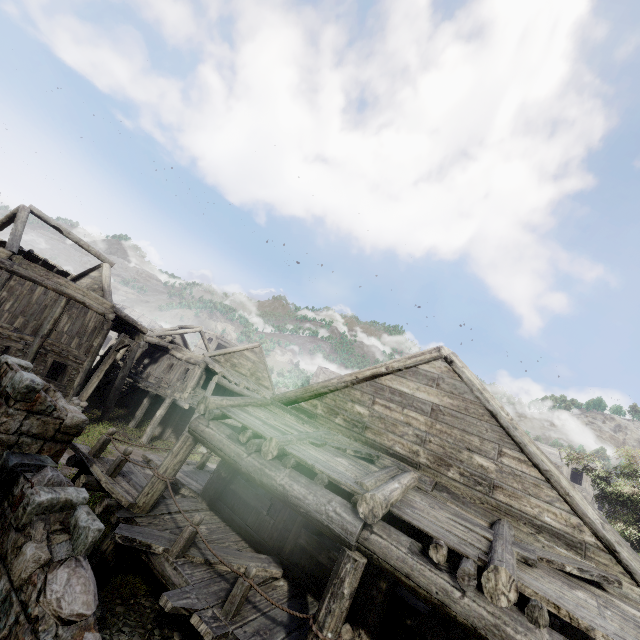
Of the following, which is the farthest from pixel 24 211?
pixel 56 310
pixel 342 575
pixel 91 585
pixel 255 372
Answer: pixel 342 575

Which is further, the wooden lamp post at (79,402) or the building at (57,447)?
Result: the wooden lamp post at (79,402)

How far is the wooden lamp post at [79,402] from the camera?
15.09m

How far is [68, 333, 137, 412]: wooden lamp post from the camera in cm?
1509

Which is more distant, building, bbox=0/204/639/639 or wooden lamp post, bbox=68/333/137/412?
wooden lamp post, bbox=68/333/137/412
